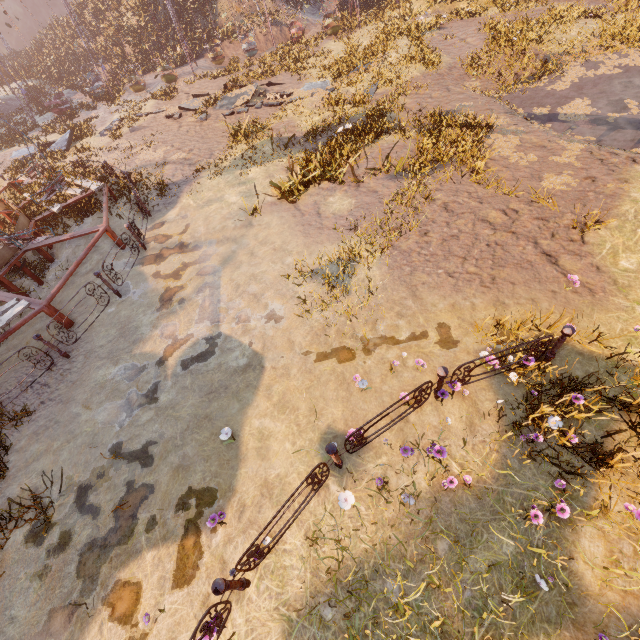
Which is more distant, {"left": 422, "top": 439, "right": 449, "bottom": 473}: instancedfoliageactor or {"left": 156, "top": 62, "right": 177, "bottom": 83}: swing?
Answer: {"left": 156, "top": 62, "right": 177, "bottom": 83}: swing

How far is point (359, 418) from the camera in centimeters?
553cm

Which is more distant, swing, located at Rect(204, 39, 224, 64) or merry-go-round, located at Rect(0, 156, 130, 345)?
swing, located at Rect(204, 39, 224, 64)

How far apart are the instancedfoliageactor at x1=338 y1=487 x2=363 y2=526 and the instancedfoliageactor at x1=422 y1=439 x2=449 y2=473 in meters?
1.3

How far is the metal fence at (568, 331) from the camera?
4.76m

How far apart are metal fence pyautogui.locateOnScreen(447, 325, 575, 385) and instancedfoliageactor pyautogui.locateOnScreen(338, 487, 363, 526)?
2.3m

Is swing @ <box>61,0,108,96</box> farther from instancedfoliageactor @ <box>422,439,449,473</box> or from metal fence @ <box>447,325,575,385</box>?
instancedfoliageactor @ <box>422,439,449,473</box>

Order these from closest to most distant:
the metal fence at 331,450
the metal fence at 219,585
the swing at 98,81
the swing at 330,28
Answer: the metal fence at 219,585
the metal fence at 331,450
the swing at 98,81
the swing at 330,28
